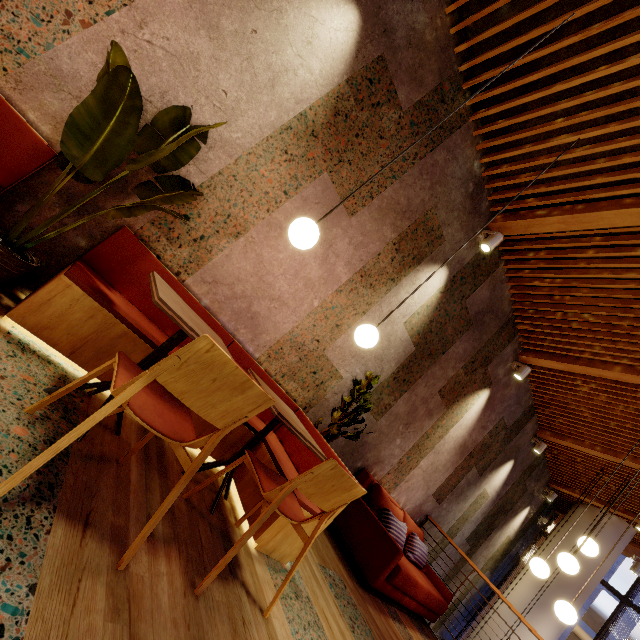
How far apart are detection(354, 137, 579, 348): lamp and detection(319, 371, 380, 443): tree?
0.93m

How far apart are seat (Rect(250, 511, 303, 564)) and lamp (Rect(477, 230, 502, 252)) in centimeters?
293cm

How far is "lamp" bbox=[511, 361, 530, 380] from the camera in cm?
534

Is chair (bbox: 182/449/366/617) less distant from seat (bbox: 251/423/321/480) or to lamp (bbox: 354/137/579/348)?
seat (bbox: 251/423/321/480)

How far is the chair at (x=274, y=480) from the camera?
1.59m

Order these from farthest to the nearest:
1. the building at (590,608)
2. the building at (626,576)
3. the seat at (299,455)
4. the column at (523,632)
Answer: the building at (590,608), the building at (626,576), the column at (523,632), the seat at (299,455)

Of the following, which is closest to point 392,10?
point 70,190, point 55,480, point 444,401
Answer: point 70,190

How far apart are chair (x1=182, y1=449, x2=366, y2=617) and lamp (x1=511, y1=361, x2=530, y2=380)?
4.58m
